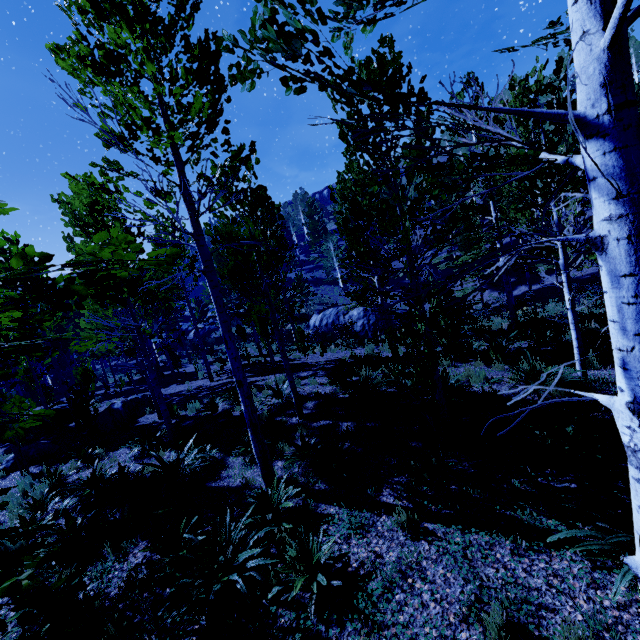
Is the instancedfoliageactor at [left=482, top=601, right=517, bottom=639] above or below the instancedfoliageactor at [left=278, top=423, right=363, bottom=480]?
below

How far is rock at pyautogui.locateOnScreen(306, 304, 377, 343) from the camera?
23.61m

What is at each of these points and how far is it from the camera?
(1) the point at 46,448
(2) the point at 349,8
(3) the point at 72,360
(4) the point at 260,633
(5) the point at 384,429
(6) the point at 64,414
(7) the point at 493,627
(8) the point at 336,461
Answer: (1) rock, 12.4m
(2) instancedfoliageactor, 1.7m
(3) instancedfoliageactor, 39.6m
(4) instancedfoliageactor, 3.3m
(5) instancedfoliageactor, 7.0m
(6) rock, 16.6m
(7) instancedfoliageactor, 3.1m
(8) instancedfoliageactor, 6.1m

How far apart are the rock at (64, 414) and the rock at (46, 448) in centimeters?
341cm

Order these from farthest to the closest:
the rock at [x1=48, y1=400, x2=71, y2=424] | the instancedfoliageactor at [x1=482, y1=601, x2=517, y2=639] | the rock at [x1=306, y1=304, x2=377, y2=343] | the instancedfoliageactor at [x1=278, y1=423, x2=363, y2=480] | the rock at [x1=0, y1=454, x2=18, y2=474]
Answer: the rock at [x1=306, y1=304, x2=377, y2=343] → the rock at [x1=48, y1=400, x2=71, y2=424] → the rock at [x1=0, y1=454, x2=18, y2=474] → the instancedfoliageactor at [x1=278, y1=423, x2=363, y2=480] → the instancedfoliageactor at [x1=482, y1=601, x2=517, y2=639]

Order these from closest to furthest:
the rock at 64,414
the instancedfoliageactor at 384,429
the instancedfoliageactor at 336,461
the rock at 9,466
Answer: the instancedfoliageactor at 336,461 < the instancedfoliageactor at 384,429 < the rock at 9,466 < the rock at 64,414

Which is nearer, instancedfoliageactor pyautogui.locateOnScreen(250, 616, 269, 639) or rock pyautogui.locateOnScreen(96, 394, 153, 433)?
instancedfoliageactor pyautogui.locateOnScreen(250, 616, 269, 639)

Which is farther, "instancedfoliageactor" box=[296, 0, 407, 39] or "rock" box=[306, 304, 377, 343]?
"rock" box=[306, 304, 377, 343]
